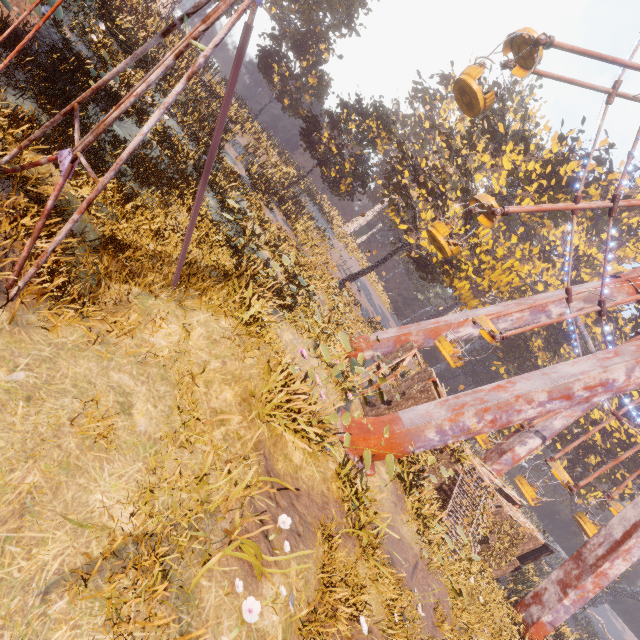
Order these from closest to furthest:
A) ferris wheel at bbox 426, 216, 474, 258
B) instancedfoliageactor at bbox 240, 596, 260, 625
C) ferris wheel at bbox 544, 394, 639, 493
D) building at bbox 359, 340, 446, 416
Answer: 1. instancedfoliageactor at bbox 240, 596, 260, 625
2. ferris wheel at bbox 426, 216, 474, 258
3. building at bbox 359, 340, 446, 416
4. ferris wheel at bbox 544, 394, 639, 493

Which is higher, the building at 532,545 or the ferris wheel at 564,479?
the ferris wheel at 564,479

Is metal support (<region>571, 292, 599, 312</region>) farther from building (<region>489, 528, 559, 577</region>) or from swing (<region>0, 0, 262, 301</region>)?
swing (<region>0, 0, 262, 301</region>)

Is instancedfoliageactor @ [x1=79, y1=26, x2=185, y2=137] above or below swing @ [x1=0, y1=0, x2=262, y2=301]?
below

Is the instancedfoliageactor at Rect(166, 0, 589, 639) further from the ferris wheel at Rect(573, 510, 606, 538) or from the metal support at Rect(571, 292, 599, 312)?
the ferris wheel at Rect(573, 510, 606, 538)

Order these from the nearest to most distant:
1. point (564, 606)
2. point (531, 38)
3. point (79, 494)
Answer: point (79, 494) → point (531, 38) → point (564, 606)

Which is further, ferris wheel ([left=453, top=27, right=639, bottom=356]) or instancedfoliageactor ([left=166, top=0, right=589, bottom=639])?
ferris wheel ([left=453, top=27, right=639, bottom=356])

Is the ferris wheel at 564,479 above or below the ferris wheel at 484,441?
above
